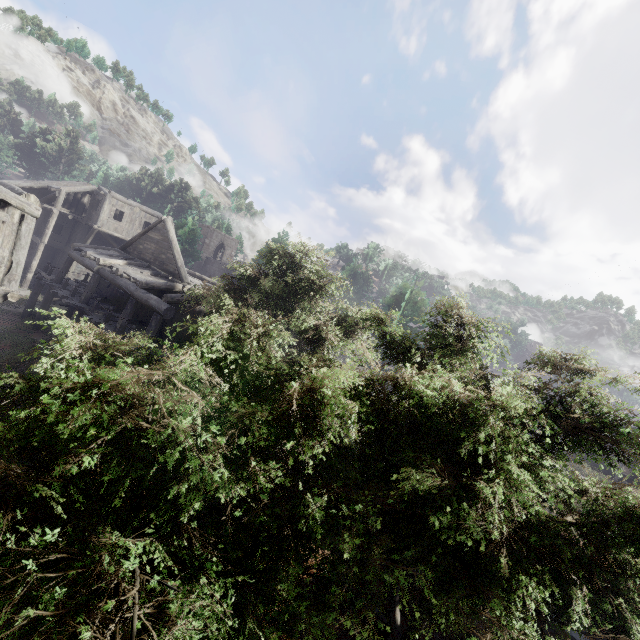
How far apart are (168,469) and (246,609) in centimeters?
194cm
